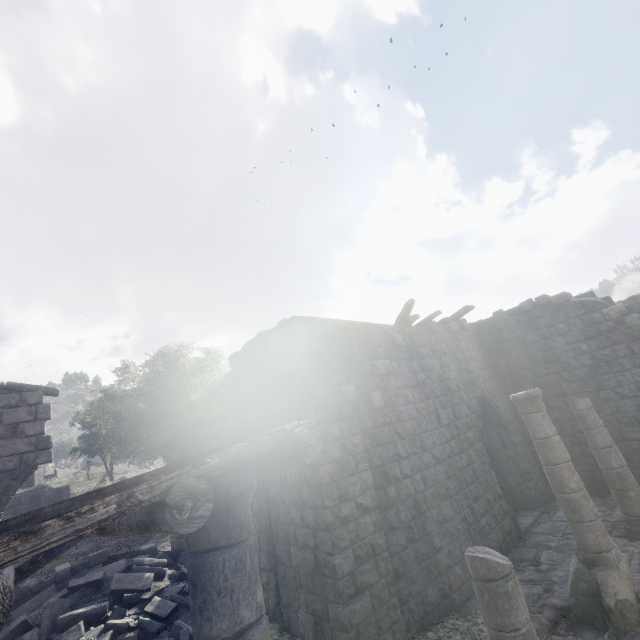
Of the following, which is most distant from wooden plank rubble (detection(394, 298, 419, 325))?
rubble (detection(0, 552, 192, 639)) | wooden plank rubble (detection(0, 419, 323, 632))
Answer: wooden plank rubble (detection(0, 419, 323, 632))

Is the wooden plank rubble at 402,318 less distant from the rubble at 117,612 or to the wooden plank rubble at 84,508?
the rubble at 117,612

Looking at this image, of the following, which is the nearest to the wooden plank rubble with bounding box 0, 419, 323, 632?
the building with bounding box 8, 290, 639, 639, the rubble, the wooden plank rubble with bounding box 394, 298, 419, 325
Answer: the building with bounding box 8, 290, 639, 639

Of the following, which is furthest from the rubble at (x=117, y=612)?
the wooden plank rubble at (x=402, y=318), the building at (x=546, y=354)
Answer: the wooden plank rubble at (x=402, y=318)

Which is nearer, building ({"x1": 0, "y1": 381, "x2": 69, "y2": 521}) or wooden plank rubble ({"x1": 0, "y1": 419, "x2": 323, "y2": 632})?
wooden plank rubble ({"x1": 0, "y1": 419, "x2": 323, "y2": 632})

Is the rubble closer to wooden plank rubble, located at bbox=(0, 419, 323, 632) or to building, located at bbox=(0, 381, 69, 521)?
building, located at bbox=(0, 381, 69, 521)

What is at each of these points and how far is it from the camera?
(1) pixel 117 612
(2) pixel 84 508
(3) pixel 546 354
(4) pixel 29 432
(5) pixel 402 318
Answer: (1) rubble, 7.9 meters
(2) wooden plank rubble, 1.7 meters
(3) building, 12.0 meters
(4) building, 8.9 meters
(5) wooden plank rubble, 10.9 meters

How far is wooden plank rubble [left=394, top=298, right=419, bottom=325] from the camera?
10.24m
